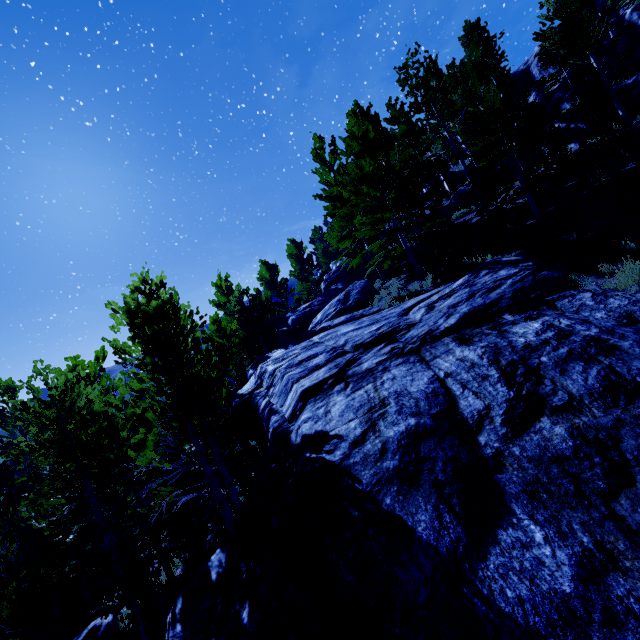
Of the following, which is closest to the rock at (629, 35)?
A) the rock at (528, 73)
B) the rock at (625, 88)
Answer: the rock at (625, 88)

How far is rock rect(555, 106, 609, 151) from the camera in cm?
1502

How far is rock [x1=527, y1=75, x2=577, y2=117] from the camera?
22.6m

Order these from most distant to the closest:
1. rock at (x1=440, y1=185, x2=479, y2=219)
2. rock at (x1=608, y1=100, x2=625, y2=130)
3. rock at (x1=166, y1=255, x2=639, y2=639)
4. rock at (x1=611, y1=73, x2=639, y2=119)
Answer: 1. rock at (x1=440, y1=185, x2=479, y2=219)
2. rock at (x1=608, y1=100, x2=625, y2=130)
3. rock at (x1=611, y1=73, x2=639, y2=119)
4. rock at (x1=166, y1=255, x2=639, y2=639)

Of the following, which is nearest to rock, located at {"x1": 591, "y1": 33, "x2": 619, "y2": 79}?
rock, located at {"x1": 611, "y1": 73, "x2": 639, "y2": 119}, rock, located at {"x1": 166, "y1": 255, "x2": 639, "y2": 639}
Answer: rock, located at {"x1": 611, "y1": 73, "x2": 639, "y2": 119}

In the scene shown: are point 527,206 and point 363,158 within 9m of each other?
yes

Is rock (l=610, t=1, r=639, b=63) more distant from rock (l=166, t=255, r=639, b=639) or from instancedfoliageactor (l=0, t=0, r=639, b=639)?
rock (l=166, t=255, r=639, b=639)

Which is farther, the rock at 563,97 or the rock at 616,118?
the rock at 563,97
